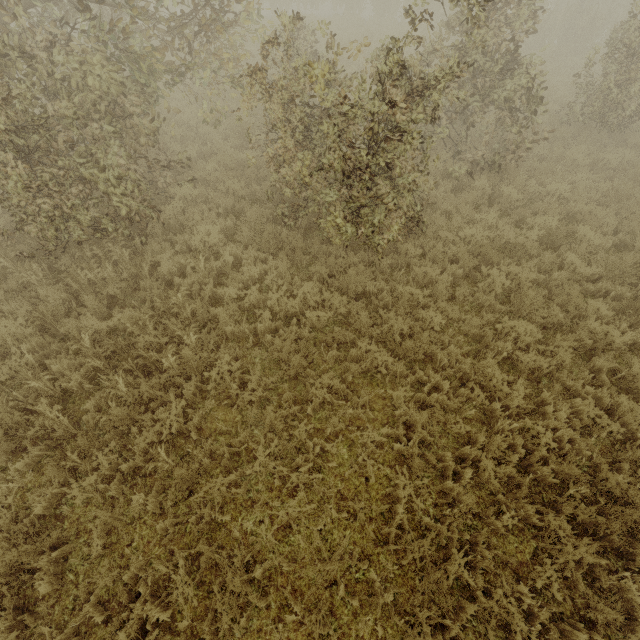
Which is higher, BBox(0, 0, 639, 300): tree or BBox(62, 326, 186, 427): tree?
BBox(0, 0, 639, 300): tree

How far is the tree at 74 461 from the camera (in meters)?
4.07

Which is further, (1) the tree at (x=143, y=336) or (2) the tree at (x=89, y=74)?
(1) the tree at (x=143, y=336)

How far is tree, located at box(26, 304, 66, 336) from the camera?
5.3m

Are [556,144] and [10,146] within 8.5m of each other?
no

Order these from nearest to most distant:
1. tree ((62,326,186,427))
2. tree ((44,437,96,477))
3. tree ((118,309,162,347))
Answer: tree ((44,437,96,477)), tree ((62,326,186,427)), tree ((118,309,162,347))
